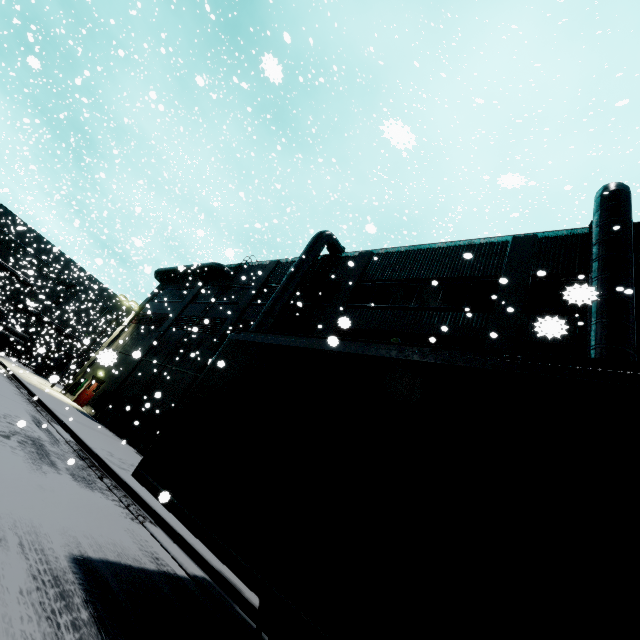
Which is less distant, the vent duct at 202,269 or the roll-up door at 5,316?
the vent duct at 202,269

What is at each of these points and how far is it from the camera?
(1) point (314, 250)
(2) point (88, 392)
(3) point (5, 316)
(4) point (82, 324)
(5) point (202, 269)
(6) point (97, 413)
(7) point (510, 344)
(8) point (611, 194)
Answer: (1) vent duct, 19.1m
(2) door, 25.6m
(3) roll-up door, 42.5m
(4) building, 49.6m
(5) vent duct, 27.3m
(6) building, 22.2m
(7) building, 11.0m
(8) vent duct, 11.0m

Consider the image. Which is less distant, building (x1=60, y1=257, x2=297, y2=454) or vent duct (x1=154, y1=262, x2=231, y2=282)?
building (x1=60, y1=257, x2=297, y2=454)

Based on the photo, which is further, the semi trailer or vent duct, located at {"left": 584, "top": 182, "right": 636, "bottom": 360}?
vent duct, located at {"left": 584, "top": 182, "right": 636, "bottom": 360}

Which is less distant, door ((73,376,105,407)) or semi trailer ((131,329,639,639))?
semi trailer ((131,329,639,639))

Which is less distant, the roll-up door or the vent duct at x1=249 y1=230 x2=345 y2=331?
the vent duct at x1=249 y1=230 x2=345 y2=331

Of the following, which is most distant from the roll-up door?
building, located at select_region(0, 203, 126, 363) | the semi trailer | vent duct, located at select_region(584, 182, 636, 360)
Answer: the semi trailer

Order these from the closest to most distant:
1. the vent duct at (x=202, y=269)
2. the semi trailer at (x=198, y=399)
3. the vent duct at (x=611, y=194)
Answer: the semi trailer at (x=198, y=399) < the vent duct at (x=611, y=194) < the vent duct at (x=202, y=269)
